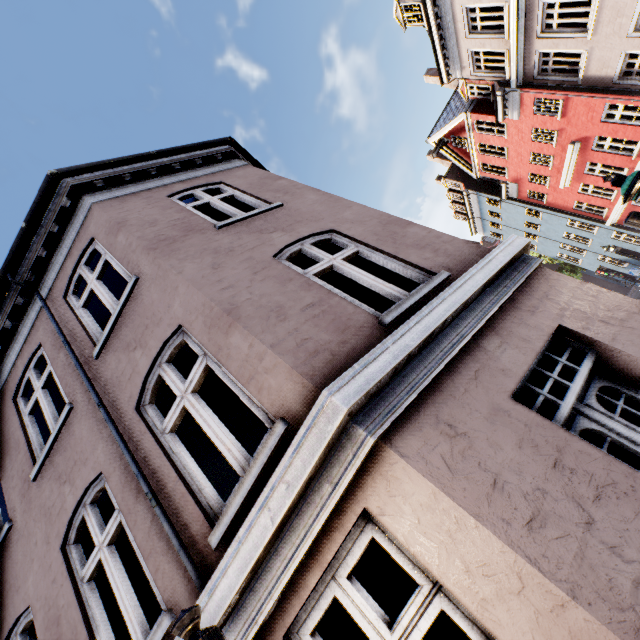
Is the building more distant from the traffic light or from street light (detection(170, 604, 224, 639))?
the traffic light

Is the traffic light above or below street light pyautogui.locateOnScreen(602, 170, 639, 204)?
below

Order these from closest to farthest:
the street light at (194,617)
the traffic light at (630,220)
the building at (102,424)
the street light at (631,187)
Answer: the street light at (194,617)
the building at (102,424)
the street light at (631,187)
the traffic light at (630,220)

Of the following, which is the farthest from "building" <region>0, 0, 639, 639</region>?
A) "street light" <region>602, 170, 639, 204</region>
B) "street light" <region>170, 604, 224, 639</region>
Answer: "street light" <region>602, 170, 639, 204</region>

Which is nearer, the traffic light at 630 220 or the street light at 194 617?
the street light at 194 617

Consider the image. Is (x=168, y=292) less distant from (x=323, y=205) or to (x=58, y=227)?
(x=323, y=205)

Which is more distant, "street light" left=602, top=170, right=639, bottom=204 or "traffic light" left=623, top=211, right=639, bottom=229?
"traffic light" left=623, top=211, right=639, bottom=229

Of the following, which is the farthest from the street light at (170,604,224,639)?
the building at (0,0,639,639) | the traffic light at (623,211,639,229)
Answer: the traffic light at (623,211,639,229)
